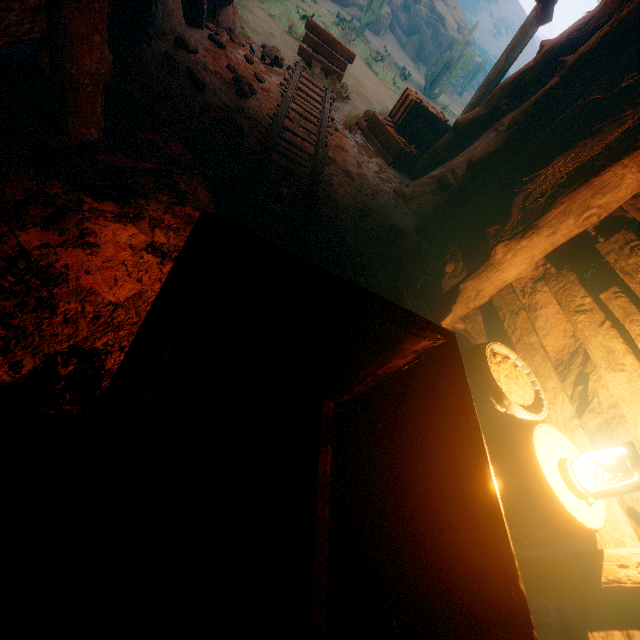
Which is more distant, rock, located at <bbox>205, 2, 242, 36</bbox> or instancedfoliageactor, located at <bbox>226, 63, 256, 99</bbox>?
rock, located at <bbox>205, 2, 242, 36</bbox>

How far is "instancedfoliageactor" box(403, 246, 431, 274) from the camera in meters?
4.6

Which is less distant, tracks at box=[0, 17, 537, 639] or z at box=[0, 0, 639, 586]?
tracks at box=[0, 17, 537, 639]

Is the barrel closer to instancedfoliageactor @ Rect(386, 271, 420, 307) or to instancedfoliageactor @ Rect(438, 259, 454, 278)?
instancedfoliageactor @ Rect(386, 271, 420, 307)

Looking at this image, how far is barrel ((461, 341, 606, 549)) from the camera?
1.8m

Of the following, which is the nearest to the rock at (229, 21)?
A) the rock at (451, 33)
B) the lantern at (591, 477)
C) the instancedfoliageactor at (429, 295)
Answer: the instancedfoliageactor at (429, 295)

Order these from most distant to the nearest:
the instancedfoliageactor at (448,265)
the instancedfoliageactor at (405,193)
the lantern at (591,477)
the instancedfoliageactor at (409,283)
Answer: the instancedfoliageactor at (405,193) < the instancedfoliageactor at (448,265) < the instancedfoliageactor at (409,283) < the lantern at (591,477)

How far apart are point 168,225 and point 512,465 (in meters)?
2.99
